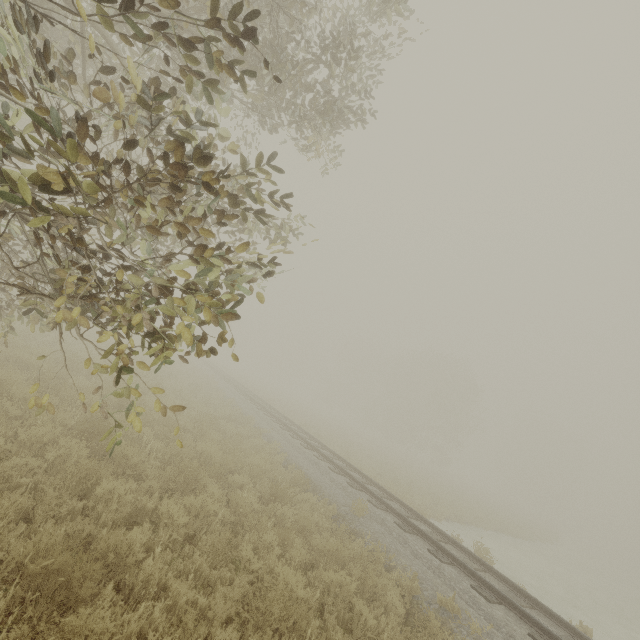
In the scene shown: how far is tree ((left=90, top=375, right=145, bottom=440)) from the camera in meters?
3.4 m

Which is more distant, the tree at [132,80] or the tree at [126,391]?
the tree at [126,391]

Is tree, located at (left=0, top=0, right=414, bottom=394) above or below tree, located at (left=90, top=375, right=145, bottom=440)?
above

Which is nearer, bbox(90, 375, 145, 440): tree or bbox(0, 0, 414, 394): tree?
bbox(0, 0, 414, 394): tree

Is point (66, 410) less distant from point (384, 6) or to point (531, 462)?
point (384, 6)

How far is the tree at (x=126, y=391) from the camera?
3.45m
